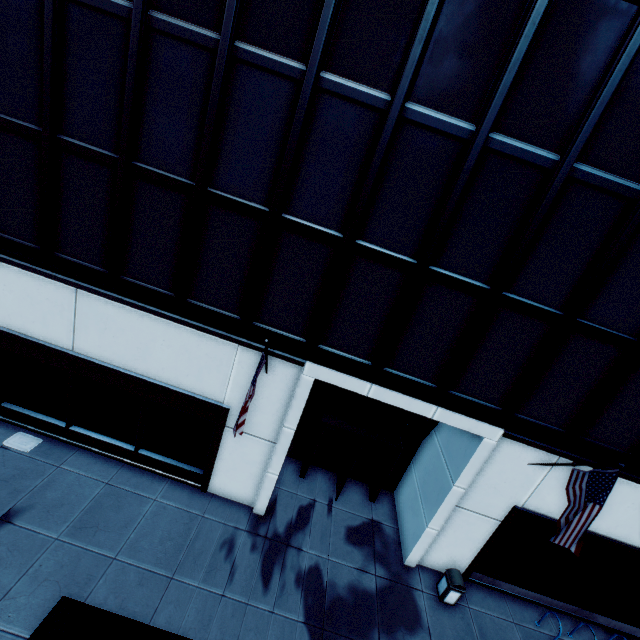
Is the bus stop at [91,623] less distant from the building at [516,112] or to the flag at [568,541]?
the building at [516,112]

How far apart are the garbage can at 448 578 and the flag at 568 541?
3.8 meters

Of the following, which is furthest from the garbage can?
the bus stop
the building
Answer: the bus stop

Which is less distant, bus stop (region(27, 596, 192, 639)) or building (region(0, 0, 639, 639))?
bus stop (region(27, 596, 192, 639))

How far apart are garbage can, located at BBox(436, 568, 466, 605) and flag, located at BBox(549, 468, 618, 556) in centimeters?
382cm

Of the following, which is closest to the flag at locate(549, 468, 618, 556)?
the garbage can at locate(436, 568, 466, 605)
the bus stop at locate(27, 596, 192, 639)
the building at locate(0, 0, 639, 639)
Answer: the building at locate(0, 0, 639, 639)

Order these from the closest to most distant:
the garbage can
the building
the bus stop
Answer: the bus stop
the building
the garbage can

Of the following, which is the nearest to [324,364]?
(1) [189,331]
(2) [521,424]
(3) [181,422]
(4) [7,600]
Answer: (1) [189,331]
